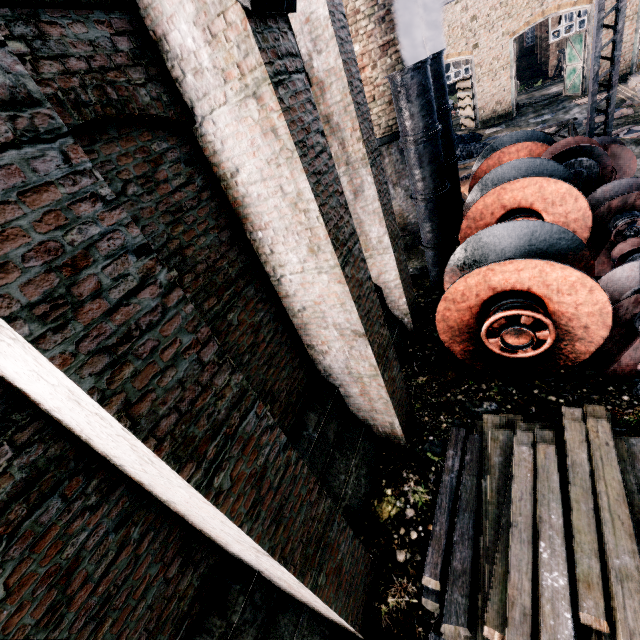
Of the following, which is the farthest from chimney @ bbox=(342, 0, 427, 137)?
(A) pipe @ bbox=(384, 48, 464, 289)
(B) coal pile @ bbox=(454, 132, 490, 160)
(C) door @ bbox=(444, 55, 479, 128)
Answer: (C) door @ bbox=(444, 55, 479, 128)

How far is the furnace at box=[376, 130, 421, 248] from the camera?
11.4m

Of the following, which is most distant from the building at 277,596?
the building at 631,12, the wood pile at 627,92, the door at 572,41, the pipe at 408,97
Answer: the building at 631,12

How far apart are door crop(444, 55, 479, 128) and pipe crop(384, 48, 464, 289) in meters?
21.2 m

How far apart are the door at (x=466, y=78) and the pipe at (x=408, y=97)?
21.2m

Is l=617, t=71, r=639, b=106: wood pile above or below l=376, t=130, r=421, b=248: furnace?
below

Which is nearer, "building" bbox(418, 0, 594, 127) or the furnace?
the furnace

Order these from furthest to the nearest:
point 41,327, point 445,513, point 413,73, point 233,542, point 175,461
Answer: point 413,73 < point 445,513 < point 233,542 < point 175,461 < point 41,327
